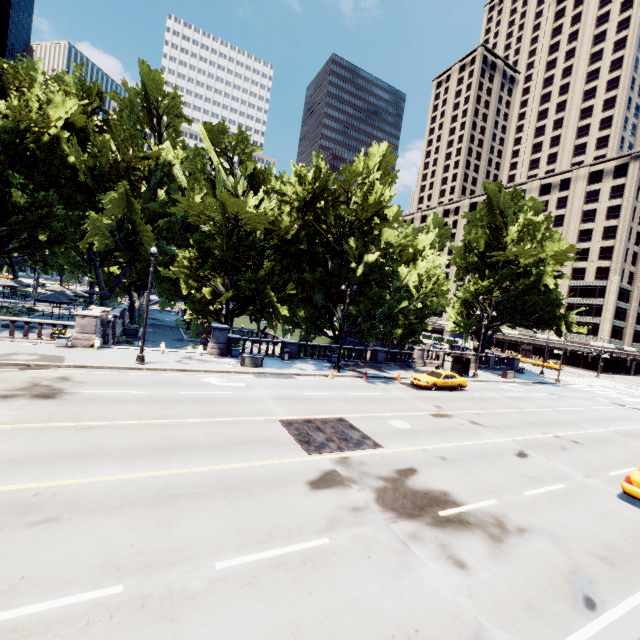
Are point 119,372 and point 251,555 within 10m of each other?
no

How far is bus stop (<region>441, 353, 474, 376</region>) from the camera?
32.6m

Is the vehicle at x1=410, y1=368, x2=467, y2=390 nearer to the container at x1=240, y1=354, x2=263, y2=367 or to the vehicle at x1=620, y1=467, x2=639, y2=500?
the container at x1=240, y1=354, x2=263, y2=367

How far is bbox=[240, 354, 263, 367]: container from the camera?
Result: 23.5m

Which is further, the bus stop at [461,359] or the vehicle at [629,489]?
the bus stop at [461,359]

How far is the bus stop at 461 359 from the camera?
32.6 meters

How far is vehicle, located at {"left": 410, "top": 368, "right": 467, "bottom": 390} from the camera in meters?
25.4 m

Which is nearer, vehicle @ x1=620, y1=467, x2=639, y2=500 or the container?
vehicle @ x1=620, y1=467, x2=639, y2=500
